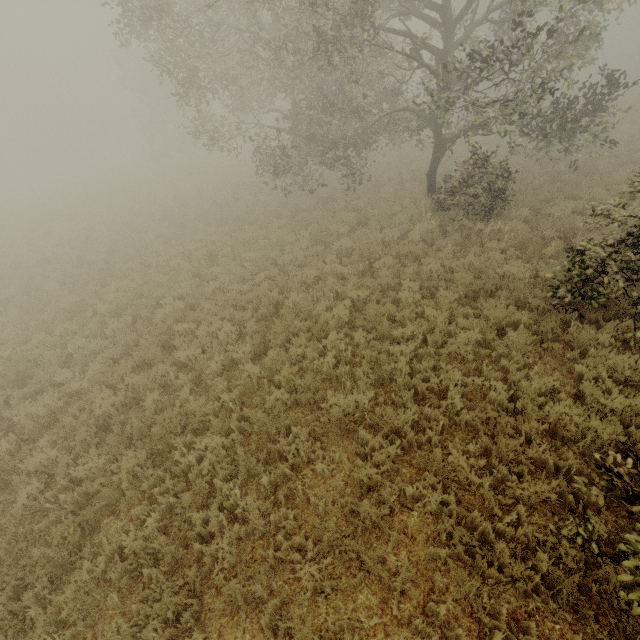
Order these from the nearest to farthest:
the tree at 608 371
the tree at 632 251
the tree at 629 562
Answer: the tree at 629 562 → the tree at 608 371 → the tree at 632 251

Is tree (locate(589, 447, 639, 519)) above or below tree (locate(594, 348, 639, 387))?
above

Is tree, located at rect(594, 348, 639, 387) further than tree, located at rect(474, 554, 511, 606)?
Yes

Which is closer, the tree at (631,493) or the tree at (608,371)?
the tree at (631,493)

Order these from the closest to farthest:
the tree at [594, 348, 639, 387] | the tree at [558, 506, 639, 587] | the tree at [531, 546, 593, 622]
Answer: the tree at [558, 506, 639, 587] < the tree at [531, 546, 593, 622] < the tree at [594, 348, 639, 387]

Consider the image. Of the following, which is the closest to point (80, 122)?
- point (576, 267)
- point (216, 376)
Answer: point (216, 376)

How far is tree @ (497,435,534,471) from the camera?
4.52m
